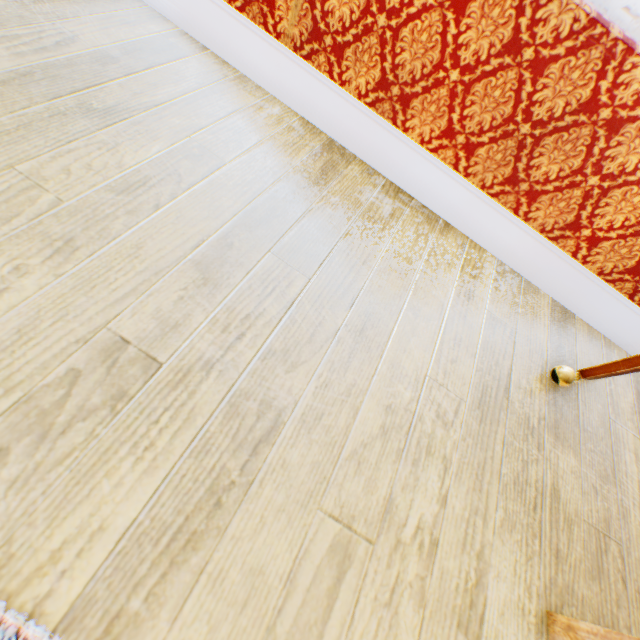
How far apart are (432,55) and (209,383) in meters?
1.1 m
